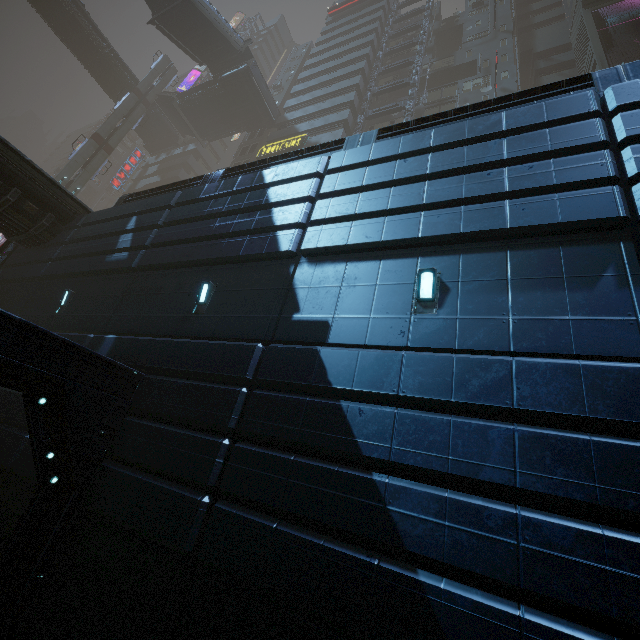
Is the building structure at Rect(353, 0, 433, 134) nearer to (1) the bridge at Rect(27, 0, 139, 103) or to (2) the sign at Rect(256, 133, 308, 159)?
(2) the sign at Rect(256, 133, 308, 159)

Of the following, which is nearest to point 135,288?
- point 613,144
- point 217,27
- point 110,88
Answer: point 613,144

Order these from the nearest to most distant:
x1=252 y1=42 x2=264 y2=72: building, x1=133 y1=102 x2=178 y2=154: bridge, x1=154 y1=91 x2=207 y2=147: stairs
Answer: x1=154 y1=91 x2=207 y2=147: stairs
x1=133 y1=102 x2=178 y2=154: bridge
x1=252 y1=42 x2=264 y2=72: building

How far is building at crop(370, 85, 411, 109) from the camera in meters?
33.1 m

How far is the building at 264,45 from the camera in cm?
5816

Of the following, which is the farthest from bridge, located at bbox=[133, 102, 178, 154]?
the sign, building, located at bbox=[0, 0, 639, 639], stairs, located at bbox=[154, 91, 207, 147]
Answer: the sign

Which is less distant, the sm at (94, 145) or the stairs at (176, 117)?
the sm at (94, 145)

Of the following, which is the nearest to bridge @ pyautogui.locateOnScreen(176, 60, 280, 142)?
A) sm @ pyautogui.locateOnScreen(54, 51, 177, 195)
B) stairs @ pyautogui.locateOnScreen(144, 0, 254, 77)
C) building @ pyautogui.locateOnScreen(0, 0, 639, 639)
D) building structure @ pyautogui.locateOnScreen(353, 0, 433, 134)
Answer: stairs @ pyautogui.locateOnScreen(144, 0, 254, 77)
